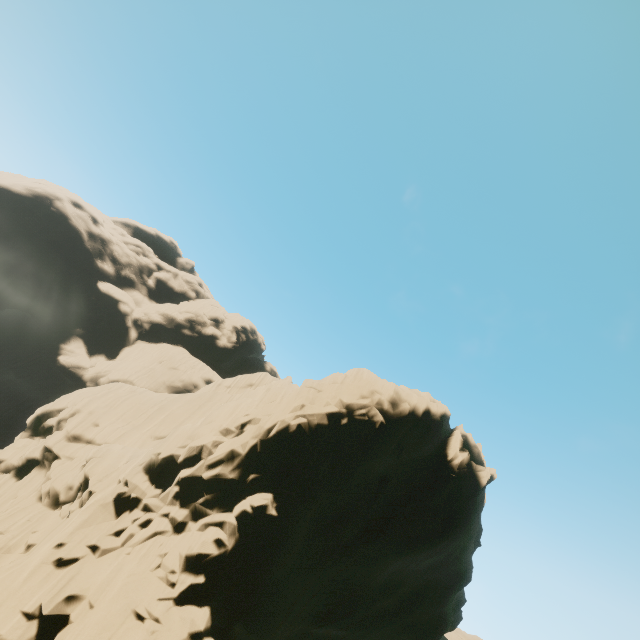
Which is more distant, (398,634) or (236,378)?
(236,378)
